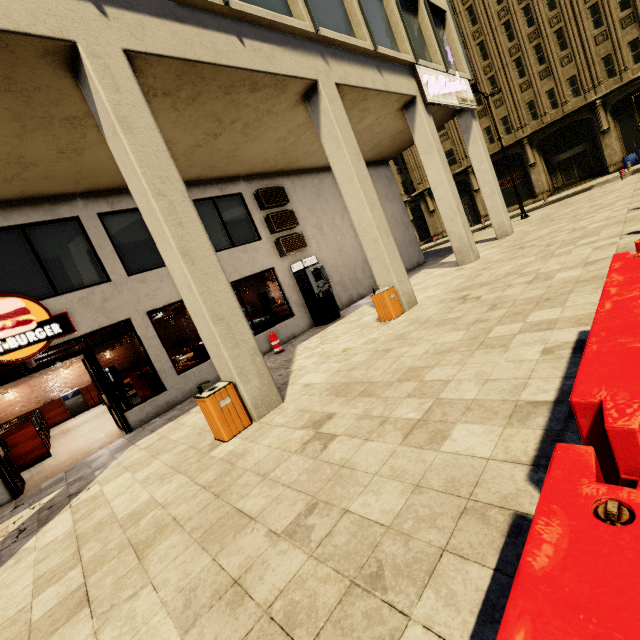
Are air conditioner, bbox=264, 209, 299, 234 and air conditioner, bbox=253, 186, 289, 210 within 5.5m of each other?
yes

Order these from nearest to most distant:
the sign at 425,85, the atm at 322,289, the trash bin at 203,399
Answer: the trash bin at 203,399 < the sign at 425,85 < the atm at 322,289

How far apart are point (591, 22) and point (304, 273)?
31.4 meters

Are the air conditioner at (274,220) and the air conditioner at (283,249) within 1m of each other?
yes

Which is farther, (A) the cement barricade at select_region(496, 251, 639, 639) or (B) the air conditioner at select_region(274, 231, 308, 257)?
(B) the air conditioner at select_region(274, 231, 308, 257)

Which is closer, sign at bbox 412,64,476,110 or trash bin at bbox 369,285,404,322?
trash bin at bbox 369,285,404,322

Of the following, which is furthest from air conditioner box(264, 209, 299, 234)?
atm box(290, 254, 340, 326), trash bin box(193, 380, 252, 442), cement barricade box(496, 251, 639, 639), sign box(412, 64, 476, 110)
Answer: cement barricade box(496, 251, 639, 639)

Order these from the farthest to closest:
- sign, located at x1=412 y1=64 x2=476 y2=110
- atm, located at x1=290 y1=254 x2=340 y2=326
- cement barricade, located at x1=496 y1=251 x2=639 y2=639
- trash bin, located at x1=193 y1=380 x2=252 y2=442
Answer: atm, located at x1=290 y1=254 x2=340 y2=326
sign, located at x1=412 y1=64 x2=476 y2=110
trash bin, located at x1=193 y1=380 x2=252 y2=442
cement barricade, located at x1=496 y1=251 x2=639 y2=639
